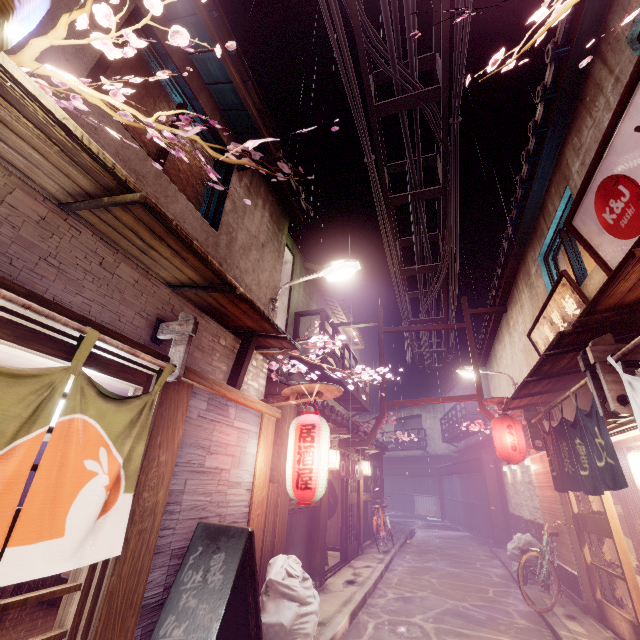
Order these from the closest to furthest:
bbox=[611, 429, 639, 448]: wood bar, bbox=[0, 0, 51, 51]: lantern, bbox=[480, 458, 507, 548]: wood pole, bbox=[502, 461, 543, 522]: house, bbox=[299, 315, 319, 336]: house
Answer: bbox=[0, 0, 51, 51]: lantern < bbox=[611, 429, 639, 448]: wood bar < bbox=[502, 461, 543, 522]: house < bbox=[299, 315, 319, 336]: house < bbox=[480, 458, 507, 548]: wood pole

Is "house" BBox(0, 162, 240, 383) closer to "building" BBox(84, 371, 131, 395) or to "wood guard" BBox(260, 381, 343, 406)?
"wood guard" BBox(260, 381, 343, 406)

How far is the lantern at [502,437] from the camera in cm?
1416

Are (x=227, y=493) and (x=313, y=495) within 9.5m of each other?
yes

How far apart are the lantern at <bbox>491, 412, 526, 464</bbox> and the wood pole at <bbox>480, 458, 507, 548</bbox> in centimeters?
1170cm

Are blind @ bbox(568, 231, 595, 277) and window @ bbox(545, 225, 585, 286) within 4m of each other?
yes

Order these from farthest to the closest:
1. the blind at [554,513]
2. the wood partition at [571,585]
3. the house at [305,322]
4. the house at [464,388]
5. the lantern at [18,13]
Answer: the house at [464,388] → the house at [305,322] → the blind at [554,513] → the wood partition at [571,585] → the lantern at [18,13]

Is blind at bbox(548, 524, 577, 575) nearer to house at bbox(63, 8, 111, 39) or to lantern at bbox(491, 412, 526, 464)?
lantern at bbox(491, 412, 526, 464)
